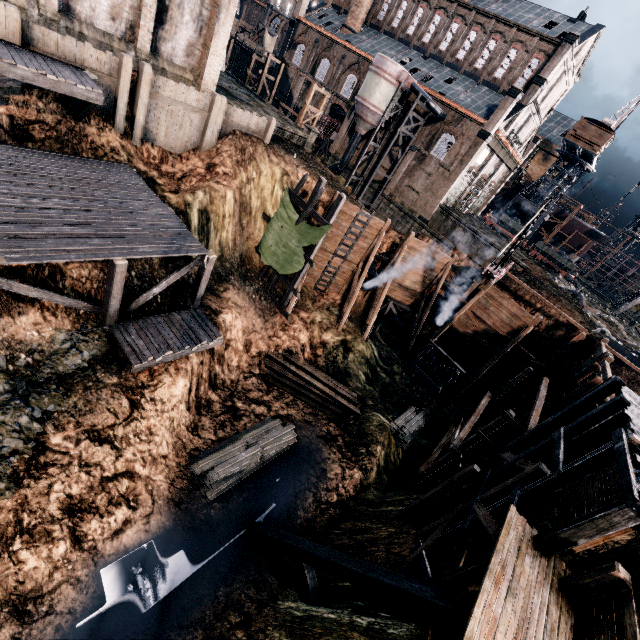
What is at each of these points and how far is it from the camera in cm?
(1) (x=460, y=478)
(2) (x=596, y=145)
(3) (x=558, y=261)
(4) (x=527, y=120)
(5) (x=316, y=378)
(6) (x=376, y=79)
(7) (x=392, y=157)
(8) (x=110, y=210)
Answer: (1) wooden support structure, 1523
(2) building, 4894
(3) rail car, 4619
(4) building, 4172
(5) wood pile, 2512
(6) silo, 3872
(7) building, 4431
(8) wooden scaffolding, 1502

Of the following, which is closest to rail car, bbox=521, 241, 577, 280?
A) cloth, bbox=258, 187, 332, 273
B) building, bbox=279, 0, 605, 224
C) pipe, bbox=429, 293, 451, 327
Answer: building, bbox=279, 0, 605, 224

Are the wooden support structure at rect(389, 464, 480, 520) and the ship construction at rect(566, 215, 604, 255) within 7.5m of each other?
no

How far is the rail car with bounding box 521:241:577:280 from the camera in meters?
45.6 m

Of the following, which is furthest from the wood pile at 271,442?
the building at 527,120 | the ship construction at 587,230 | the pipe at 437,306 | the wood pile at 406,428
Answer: the ship construction at 587,230

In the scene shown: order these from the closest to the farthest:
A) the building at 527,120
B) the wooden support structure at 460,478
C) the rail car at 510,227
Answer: the wooden support structure at 460,478, the building at 527,120, the rail car at 510,227

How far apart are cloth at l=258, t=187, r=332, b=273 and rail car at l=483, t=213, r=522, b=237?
40.5 meters

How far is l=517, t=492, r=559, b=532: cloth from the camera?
9.7 meters
